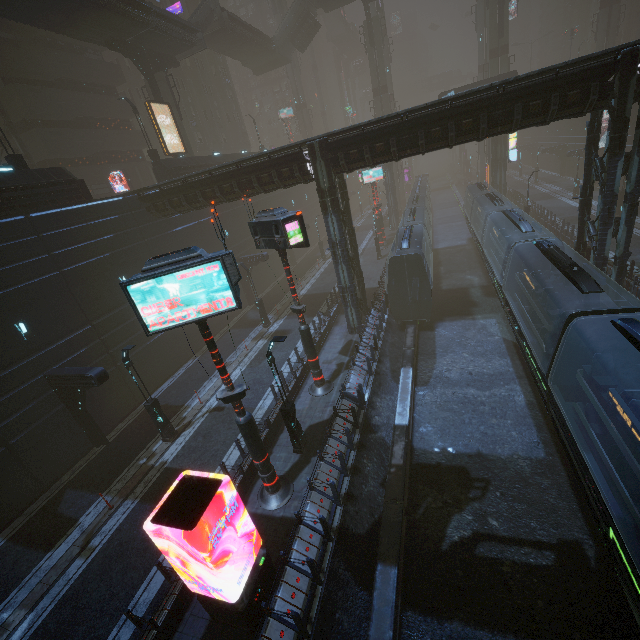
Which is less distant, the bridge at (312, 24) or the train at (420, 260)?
the train at (420, 260)

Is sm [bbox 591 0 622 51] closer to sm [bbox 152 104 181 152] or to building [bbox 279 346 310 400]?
building [bbox 279 346 310 400]

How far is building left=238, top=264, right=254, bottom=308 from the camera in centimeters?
3089cm

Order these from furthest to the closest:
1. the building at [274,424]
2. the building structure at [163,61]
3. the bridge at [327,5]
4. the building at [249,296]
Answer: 1. the bridge at [327,5]
2. the building at [249,296]
3. the building structure at [163,61]
4. the building at [274,424]

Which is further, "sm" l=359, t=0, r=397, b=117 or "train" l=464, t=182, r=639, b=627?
"sm" l=359, t=0, r=397, b=117

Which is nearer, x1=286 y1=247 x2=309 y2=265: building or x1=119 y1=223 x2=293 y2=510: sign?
x1=119 y1=223 x2=293 y2=510: sign

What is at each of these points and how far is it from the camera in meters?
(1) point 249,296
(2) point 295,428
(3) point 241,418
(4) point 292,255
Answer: (1) building, 32.2 m
(2) street light, 13.9 m
(3) sign, 10.6 m
(4) building, 42.1 m

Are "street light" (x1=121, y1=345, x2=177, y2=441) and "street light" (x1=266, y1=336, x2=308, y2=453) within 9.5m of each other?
yes
